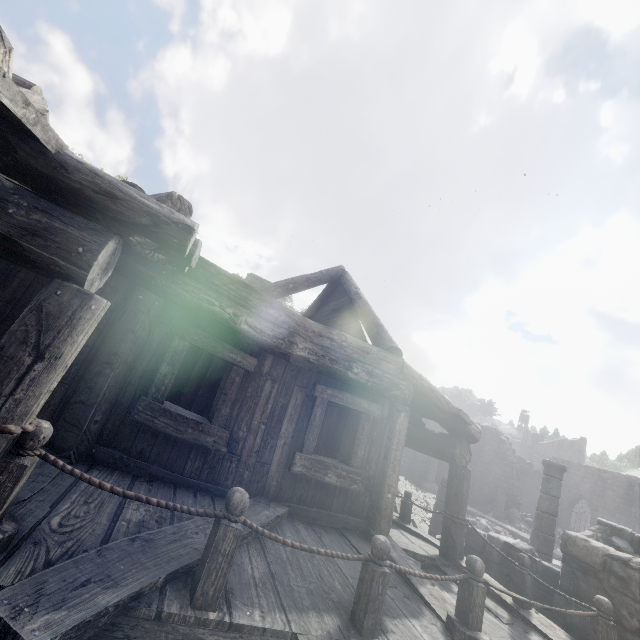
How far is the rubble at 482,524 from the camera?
17.9m

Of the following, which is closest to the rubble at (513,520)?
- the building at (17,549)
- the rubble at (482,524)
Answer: the building at (17,549)

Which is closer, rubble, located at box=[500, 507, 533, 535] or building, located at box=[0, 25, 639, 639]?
building, located at box=[0, 25, 639, 639]

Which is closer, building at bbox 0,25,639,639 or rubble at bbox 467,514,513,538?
building at bbox 0,25,639,639

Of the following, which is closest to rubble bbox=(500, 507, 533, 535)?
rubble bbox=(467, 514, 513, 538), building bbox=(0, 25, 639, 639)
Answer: building bbox=(0, 25, 639, 639)

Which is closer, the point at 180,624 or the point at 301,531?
the point at 180,624

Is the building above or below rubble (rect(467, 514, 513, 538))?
above
